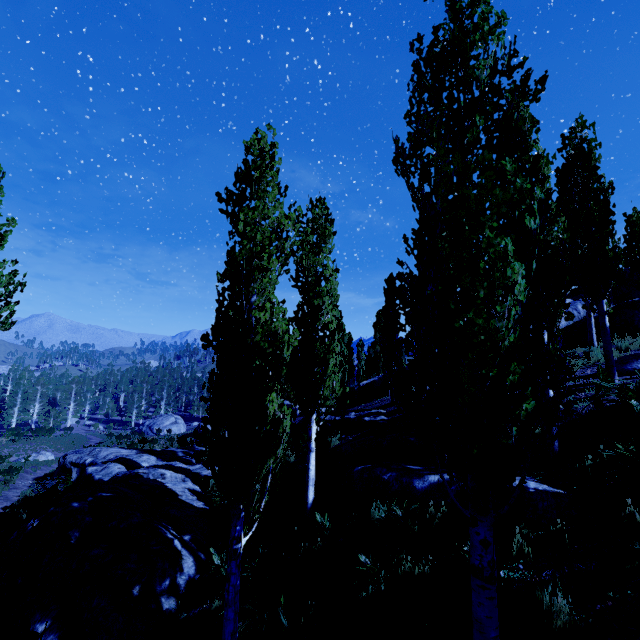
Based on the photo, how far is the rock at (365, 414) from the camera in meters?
14.8

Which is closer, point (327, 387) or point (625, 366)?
point (327, 387)

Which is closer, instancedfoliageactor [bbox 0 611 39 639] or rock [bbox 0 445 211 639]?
instancedfoliageactor [bbox 0 611 39 639]

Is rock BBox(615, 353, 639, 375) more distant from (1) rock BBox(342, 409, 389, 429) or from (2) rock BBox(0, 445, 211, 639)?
(2) rock BBox(0, 445, 211, 639)

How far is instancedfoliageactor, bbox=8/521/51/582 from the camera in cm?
161

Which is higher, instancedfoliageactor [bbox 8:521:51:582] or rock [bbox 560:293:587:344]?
rock [bbox 560:293:587:344]

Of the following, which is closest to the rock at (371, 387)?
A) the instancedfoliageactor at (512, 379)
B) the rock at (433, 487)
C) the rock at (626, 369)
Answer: the instancedfoliageactor at (512, 379)

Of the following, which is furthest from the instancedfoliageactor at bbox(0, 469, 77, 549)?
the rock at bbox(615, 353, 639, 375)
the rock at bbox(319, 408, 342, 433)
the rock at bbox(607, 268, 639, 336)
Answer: the rock at bbox(615, 353, 639, 375)
